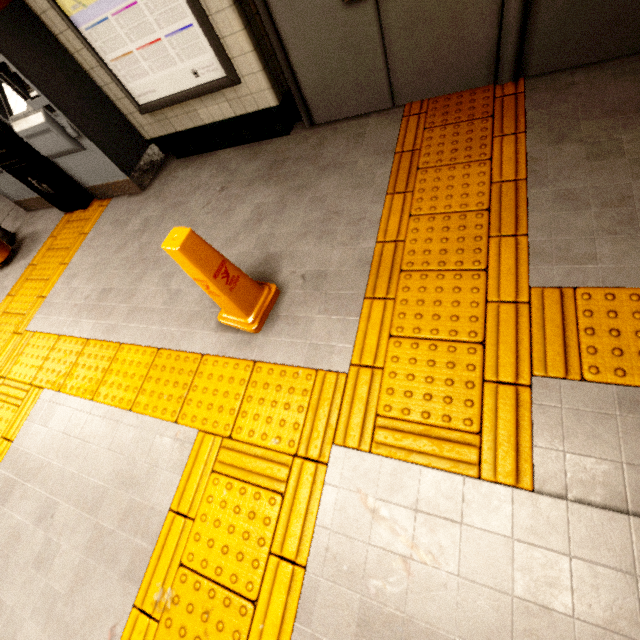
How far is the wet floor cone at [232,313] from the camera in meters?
1.7 m

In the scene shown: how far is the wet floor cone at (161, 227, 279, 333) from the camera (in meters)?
1.74

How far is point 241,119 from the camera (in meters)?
3.13

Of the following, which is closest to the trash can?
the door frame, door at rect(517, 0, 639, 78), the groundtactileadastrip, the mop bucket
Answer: the groundtactileadastrip

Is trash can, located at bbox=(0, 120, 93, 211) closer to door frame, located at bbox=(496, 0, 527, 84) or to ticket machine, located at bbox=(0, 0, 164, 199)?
ticket machine, located at bbox=(0, 0, 164, 199)

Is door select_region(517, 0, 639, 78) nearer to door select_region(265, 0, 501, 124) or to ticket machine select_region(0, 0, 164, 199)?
door select_region(265, 0, 501, 124)

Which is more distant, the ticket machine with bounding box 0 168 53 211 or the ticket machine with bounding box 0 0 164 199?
the ticket machine with bounding box 0 168 53 211

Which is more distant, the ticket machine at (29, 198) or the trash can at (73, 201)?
the ticket machine at (29, 198)
